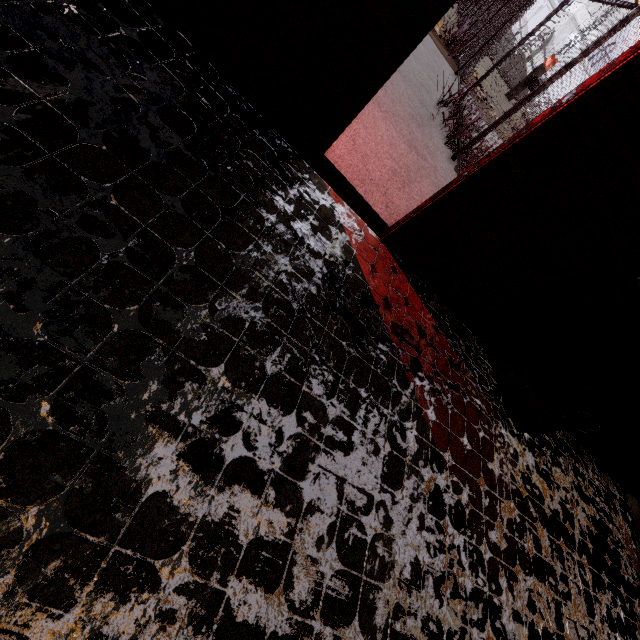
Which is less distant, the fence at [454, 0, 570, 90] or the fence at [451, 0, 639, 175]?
the fence at [451, 0, 639, 175]

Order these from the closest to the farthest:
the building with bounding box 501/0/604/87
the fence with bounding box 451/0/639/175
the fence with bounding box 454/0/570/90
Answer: the fence with bounding box 451/0/639/175 < the fence with bounding box 454/0/570/90 < the building with bounding box 501/0/604/87

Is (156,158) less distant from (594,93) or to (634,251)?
(594,93)

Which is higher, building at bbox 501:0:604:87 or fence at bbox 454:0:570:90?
building at bbox 501:0:604:87

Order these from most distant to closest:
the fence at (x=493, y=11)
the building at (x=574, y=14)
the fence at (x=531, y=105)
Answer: the building at (x=574, y=14) < the fence at (x=493, y=11) < the fence at (x=531, y=105)

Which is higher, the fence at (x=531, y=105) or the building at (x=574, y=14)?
the building at (x=574, y=14)

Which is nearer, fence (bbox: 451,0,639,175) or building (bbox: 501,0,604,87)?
fence (bbox: 451,0,639,175)
